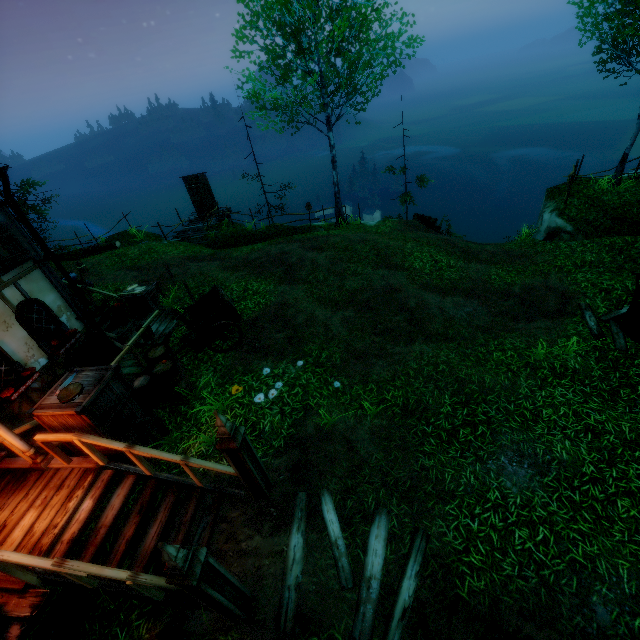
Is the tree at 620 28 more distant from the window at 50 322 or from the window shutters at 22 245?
the window at 50 322

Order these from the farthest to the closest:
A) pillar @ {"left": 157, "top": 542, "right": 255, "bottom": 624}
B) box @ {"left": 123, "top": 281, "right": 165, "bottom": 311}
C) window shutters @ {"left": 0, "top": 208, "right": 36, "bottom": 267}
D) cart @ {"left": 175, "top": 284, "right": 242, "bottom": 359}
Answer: box @ {"left": 123, "top": 281, "right": 165, "bottom": 311} < cart @ {"left": 175, "top": 284, "right": 242, "bottom": 359} < window shutters @ {"left": 0, "top": 208, "right": 36, "bottom": 267} < pillar @ {"left": 157, "top": 542, "right": 255, "bottom": 624}

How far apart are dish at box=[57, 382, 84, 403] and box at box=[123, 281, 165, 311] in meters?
6.1 m

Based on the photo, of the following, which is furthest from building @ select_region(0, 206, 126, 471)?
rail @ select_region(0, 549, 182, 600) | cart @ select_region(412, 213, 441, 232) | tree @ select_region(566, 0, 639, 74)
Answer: cart @ select_region(412, 213, 441, 232)

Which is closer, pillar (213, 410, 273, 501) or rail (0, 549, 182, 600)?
rail (0, 549, 182, 600)

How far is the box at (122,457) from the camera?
5.9 meters

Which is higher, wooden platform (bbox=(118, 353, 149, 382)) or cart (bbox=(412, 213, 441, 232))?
wooden platform (bbox=(118, 353, 149, 382))

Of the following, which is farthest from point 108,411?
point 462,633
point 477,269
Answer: point 477,269
